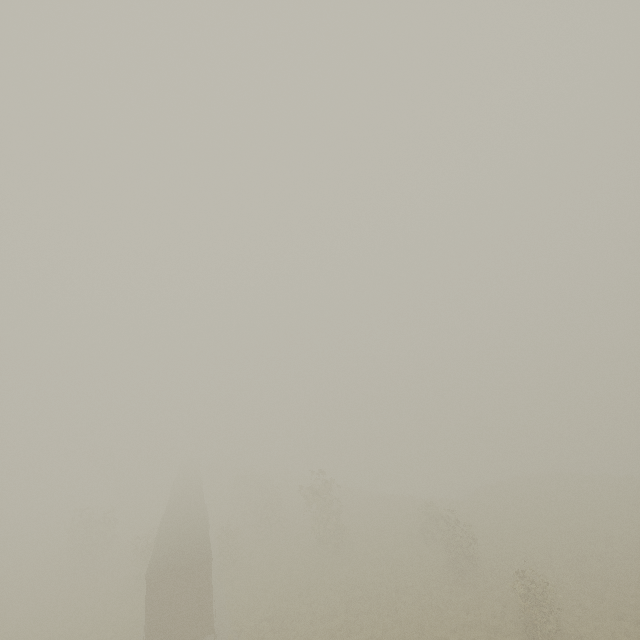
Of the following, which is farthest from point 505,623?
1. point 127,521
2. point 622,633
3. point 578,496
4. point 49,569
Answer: point 127,521
